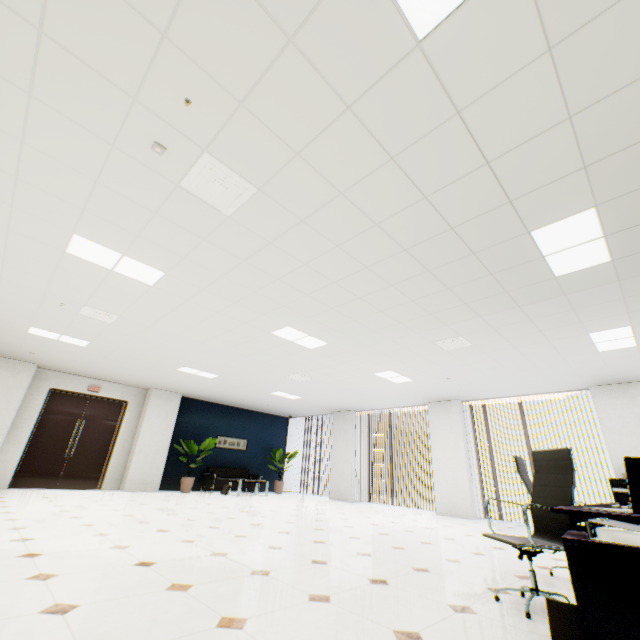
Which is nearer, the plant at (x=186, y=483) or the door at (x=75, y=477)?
the door at (x=75, y=477)

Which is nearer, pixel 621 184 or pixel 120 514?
pixel 621 184

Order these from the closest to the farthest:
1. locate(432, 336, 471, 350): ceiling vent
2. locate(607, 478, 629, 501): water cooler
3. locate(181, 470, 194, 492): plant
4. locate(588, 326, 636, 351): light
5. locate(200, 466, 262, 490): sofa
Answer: locate(588, 326, 636, 351): light < locate(432, 336, 471, 350): ceiling vent < locate(607, 478, 629, 501): water cooler < locate(181, 470, 194, 492): plant < locate(200, 466, 262, 490): sofa

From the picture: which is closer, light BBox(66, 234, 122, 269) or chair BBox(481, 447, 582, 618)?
chair BBox(481, 447, 582, 618)

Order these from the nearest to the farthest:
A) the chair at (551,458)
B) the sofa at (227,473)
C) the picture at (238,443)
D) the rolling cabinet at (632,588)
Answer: the rolling cabinet at (632,588) → the chair at (551,458) → the sofa at (227,473) → the picture at (238,443)

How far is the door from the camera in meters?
8.4 m

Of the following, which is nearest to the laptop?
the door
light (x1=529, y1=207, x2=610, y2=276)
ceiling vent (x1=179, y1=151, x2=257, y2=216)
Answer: light (x1=529, y1=207, x2=610, y2=276)

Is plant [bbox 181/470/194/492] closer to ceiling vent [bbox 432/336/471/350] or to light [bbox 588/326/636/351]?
ceiling vent [bbox 432/336/471/350]
